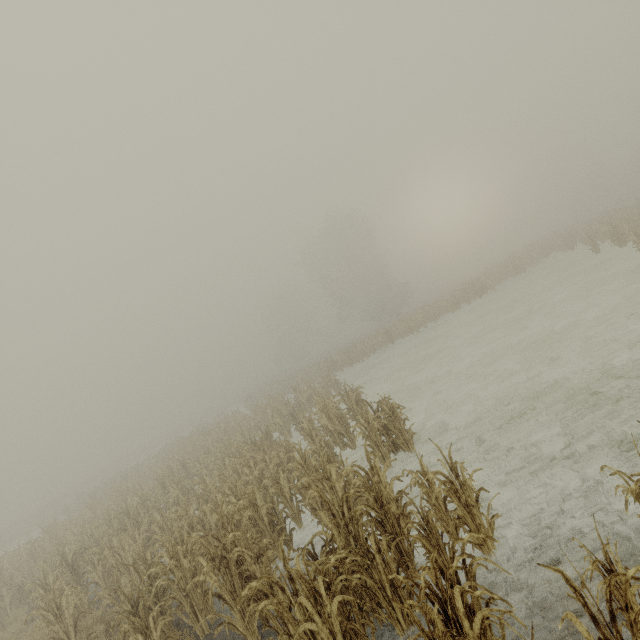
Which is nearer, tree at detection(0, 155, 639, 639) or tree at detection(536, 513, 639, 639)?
tree at detection(536, 513, 639, 639)

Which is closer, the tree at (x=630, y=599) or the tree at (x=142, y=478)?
the tree at (x=630, y=599)

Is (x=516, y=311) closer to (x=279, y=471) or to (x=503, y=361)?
(x=503, y=361)
